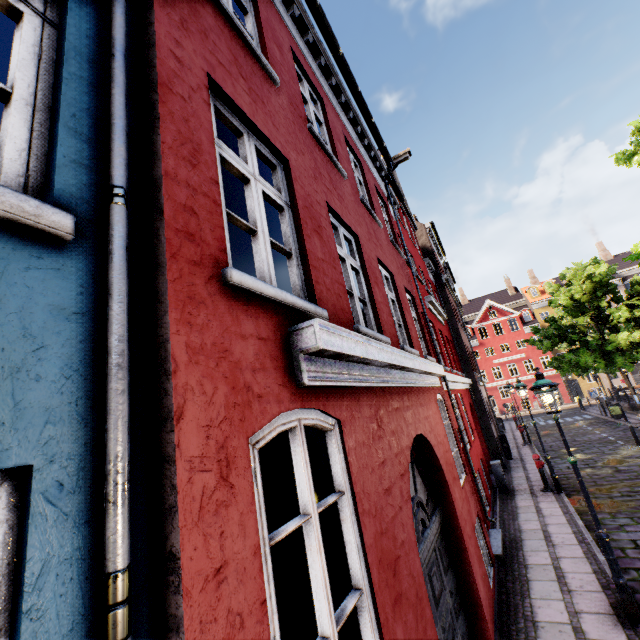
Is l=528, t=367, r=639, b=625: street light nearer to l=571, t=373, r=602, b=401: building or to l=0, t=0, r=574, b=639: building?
l=0, t=0, r=574, b=639: building

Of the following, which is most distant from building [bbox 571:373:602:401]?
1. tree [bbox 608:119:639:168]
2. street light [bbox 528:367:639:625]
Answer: street light [bbox 528:367:639:625]

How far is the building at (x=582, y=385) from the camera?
40.3m

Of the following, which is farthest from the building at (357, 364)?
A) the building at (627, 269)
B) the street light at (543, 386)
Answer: the building at (627, 269)

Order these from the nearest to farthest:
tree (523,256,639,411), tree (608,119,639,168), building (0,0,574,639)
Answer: building (0,0,574,639) < tree (608,119,639,168) < tree (523,256,639,411)

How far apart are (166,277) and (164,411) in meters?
0.6 m

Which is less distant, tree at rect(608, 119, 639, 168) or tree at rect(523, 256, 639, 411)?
tree at rect(608, 119, 639, 168)

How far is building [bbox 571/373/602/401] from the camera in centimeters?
4034cm
